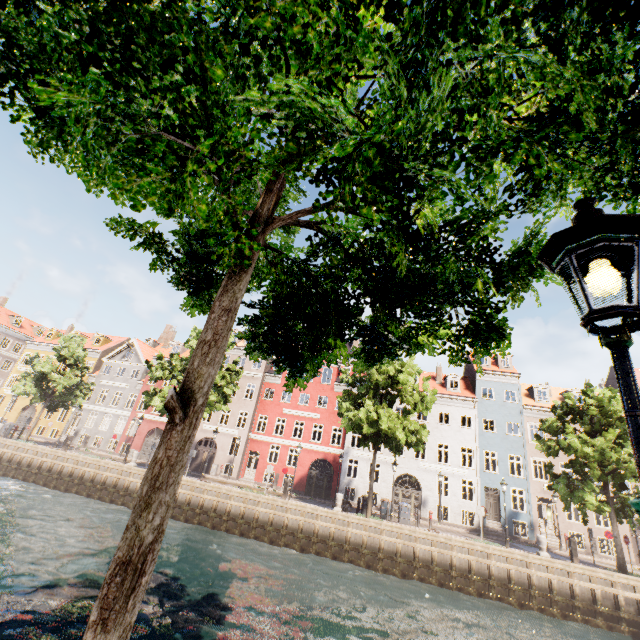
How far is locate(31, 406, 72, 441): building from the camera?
36.5 meters

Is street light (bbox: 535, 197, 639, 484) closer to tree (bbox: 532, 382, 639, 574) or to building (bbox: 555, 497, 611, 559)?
tree (bbox: 532, 382, 639, 574)

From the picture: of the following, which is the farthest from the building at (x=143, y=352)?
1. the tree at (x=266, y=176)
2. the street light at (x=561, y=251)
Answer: the street light at (x=561, y=251)

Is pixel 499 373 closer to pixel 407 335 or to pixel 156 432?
pixel 407 335

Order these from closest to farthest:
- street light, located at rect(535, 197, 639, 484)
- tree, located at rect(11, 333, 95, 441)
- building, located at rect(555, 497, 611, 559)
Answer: street light, located at rect(535, 197, 639, 484)
building, located at rect(555, 497, 611, 559)
tree, located at rect(11, 333, 95, 441)

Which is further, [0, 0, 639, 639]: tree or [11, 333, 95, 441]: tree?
[11, 333, 95, 441]: tree

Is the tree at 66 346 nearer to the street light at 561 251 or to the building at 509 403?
the street light at 561 251
